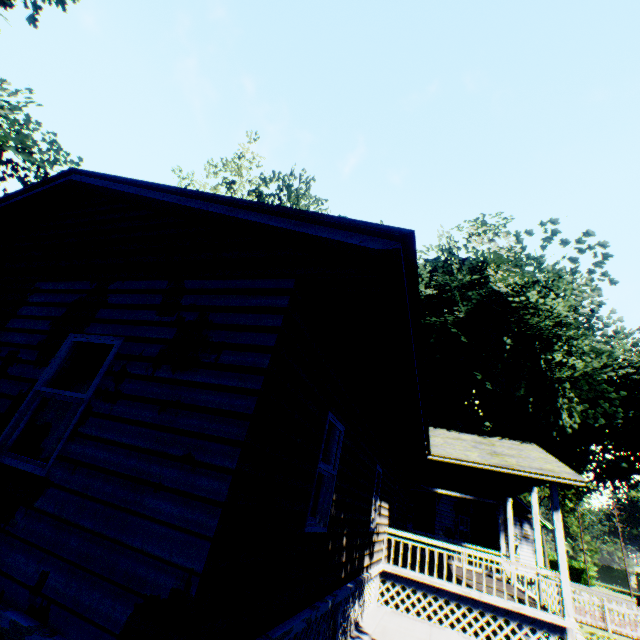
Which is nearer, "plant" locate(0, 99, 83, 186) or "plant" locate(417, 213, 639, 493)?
"plant" locate(417, 213, 639, 493)

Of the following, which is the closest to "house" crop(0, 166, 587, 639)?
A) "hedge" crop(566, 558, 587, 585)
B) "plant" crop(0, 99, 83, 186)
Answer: "plant" crop(0, 99, 83, 186)

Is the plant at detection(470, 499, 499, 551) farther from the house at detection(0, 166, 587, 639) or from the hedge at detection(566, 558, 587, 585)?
the hedge at detection(566, 558, 587, 585)

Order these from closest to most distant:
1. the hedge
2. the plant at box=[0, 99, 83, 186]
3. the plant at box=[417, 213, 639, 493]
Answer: the plant at box=[417, 213, 639, 493] → the plant at box=[0, 99, 83, 186] → the hedge

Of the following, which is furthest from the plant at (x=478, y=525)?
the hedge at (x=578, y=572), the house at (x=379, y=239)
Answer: the hedge at (x=578, y=572)

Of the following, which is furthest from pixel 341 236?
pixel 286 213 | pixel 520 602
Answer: pixel 520 602

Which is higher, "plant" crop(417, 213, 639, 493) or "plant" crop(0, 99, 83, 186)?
"plant" crop(0, 99, 83, 186)

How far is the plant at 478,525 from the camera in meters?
18.7 m
